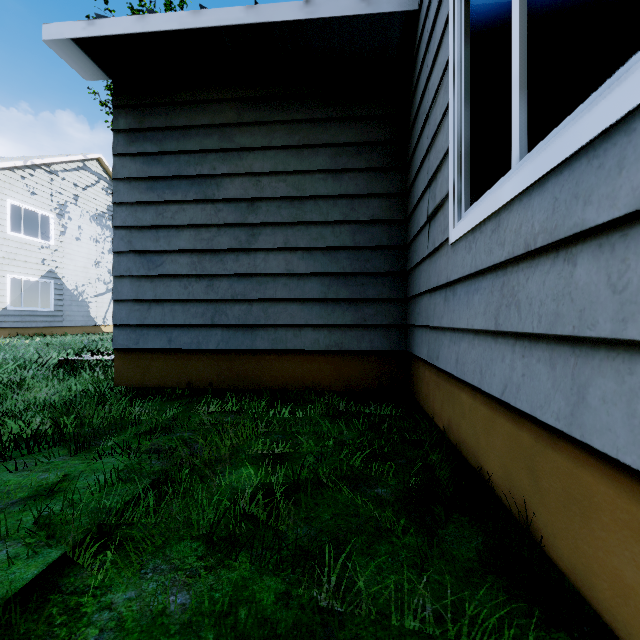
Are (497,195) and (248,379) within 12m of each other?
yes
